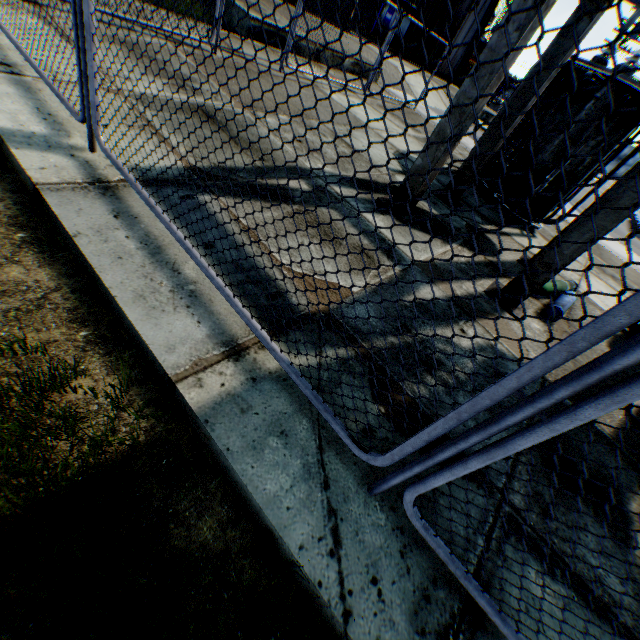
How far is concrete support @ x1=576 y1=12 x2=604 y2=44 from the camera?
4.6m

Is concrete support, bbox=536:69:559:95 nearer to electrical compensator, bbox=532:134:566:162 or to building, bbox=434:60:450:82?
electrical compensator, bbox=532:134:566:162

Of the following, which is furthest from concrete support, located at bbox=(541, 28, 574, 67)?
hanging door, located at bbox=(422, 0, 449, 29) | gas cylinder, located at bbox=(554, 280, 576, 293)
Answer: hanging door, located at bbox=(422, 0, 449, 29)

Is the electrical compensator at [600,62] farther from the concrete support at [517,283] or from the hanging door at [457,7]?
the hanging door at [457,7]

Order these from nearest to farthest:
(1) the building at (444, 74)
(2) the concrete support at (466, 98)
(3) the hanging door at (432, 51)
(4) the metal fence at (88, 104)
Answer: (4) the metal fence at (88, 104) < (2) the concrete support at (466, 98) < (3) the hanging door at (432, 51) < (1) the building at (444, 74)

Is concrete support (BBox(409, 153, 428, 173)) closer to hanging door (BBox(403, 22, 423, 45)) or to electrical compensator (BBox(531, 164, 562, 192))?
electrical compensator (BBox(531, 164, 562, 192))

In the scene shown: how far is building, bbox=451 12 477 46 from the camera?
24.17m

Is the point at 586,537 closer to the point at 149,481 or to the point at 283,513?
the point at 283,513
